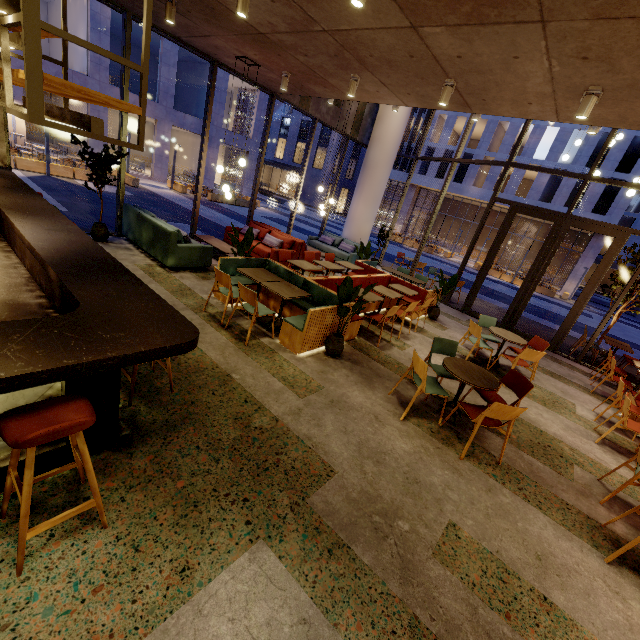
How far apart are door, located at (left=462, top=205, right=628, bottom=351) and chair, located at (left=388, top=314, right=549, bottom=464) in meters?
5.9

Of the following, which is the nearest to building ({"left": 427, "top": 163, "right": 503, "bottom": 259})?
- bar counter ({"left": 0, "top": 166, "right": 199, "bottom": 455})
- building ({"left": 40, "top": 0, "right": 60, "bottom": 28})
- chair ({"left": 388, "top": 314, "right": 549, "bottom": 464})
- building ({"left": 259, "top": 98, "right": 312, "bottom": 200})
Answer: building ({"left": 259, "top": 98, "right": 312, "bottom": 200})

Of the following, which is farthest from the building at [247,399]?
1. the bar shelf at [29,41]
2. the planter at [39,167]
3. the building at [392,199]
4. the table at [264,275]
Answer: the building at [392,199]

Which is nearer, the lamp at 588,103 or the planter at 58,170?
the lamp at 588,103

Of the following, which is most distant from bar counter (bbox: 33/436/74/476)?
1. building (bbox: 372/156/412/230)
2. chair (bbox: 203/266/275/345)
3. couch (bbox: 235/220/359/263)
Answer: building (bbox: 372/156/412/230)

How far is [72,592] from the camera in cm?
185

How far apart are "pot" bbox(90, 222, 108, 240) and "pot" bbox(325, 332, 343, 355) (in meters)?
5.82

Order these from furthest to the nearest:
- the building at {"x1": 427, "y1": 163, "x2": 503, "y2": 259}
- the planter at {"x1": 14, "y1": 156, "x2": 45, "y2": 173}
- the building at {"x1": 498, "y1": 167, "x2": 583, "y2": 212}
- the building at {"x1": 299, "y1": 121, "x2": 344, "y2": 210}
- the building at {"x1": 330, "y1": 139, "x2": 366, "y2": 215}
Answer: the building at {"x1": 330, "y1": 139, "x2": 366, "y2": 215}, the building at {"x1": 299, "y1": 121, "x2": 344, "y2": 210}, the building at {"x1": 427, "y1": 163, "x2": 503, "y2": 259}, the building at {"x1": 498, "y1": 167, "x2": 583, "y2": 212}, the planter at {"x1": 14, "y1": 156, "x2": 45, "y2": 173}
